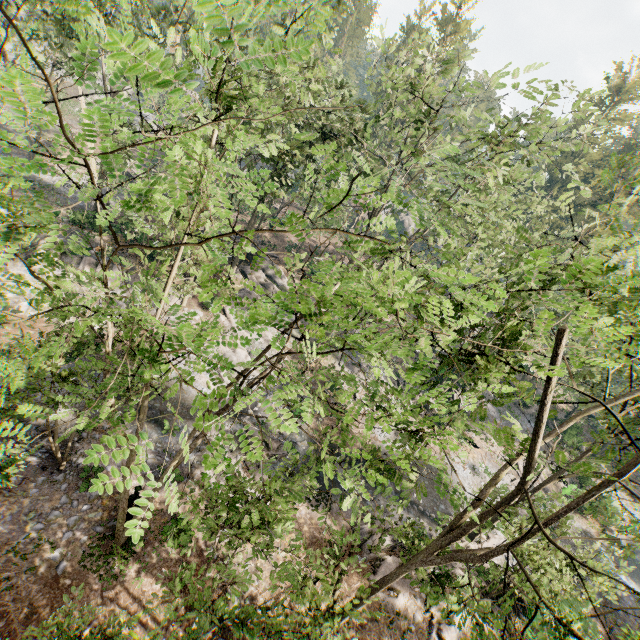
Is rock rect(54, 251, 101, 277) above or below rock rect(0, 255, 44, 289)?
above

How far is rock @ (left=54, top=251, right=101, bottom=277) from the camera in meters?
24.8 m

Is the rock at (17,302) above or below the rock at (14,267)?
below

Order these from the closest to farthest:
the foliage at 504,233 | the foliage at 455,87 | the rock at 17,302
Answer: the foliage at 504,233
the foliage at 455,87
the rock at 17,302

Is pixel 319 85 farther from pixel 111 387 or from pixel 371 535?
pixel 371 535

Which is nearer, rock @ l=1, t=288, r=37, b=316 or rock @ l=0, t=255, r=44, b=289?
rock @ l=1, t=288, r=37, b=316

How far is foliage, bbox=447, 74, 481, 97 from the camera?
17.5 meters

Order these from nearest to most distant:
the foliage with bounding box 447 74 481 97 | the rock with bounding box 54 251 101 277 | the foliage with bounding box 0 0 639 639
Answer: the foliage with bounding box 0 0 639 639 < the foliage with bounding box 447 74 481 97 < the rock with bounding box 54 251 101 277
